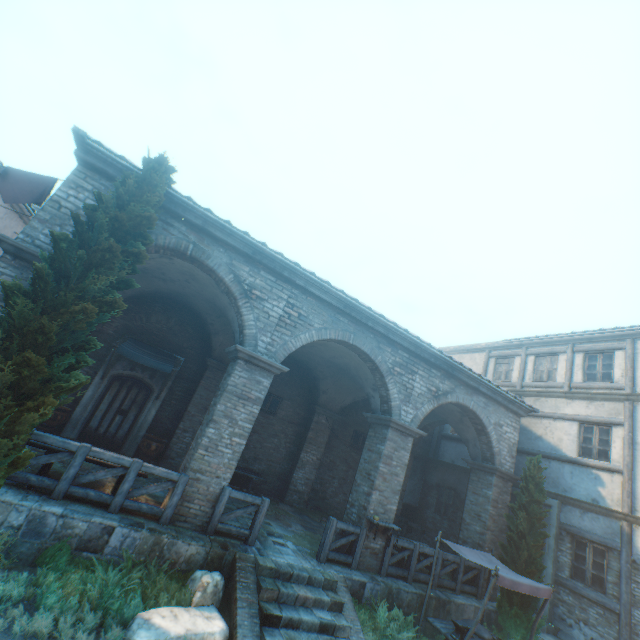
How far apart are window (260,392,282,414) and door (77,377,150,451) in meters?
4.0

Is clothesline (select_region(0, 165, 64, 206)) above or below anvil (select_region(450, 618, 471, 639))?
above

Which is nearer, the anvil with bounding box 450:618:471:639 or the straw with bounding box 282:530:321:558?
the anvil with bounding box 450:618:471:639

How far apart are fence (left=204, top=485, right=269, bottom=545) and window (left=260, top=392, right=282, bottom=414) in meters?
5.7 m

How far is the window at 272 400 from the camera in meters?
13.5 m

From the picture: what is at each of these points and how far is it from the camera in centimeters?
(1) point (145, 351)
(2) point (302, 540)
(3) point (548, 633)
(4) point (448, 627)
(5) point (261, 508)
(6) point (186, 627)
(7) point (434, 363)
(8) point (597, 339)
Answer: (1) awning, 1105cm
(2) straw, 904cm
(3) stairs, 1009cm
(4) table, 761cm
(5) fence, 751cm
(6) rocks, 504cm
(7) building, 1073cm
(8) building, 1332cm

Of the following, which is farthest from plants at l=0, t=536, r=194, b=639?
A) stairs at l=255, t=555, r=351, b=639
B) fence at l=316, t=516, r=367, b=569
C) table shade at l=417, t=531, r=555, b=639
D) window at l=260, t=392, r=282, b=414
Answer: window at l=260, t=392, r=282, b=414

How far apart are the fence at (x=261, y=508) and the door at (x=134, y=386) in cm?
569
